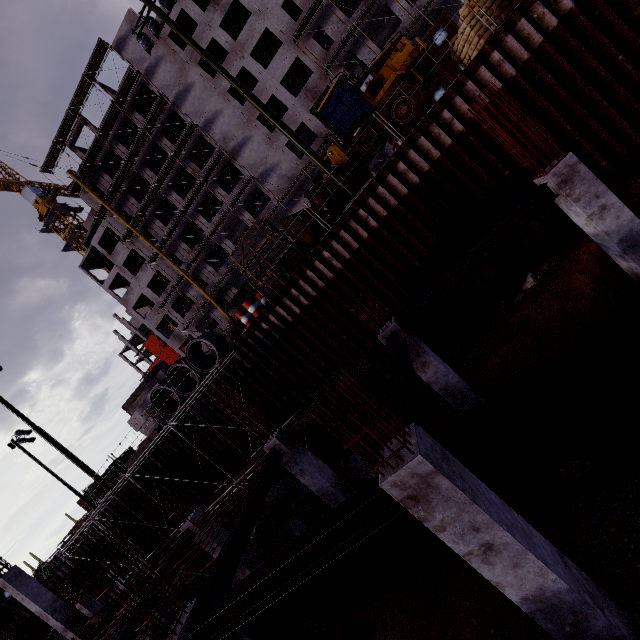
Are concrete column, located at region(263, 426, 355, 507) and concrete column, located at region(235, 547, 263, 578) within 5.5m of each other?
yes

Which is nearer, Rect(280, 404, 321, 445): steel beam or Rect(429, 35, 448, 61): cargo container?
Rect(280, 404, 321, 445): steel beam

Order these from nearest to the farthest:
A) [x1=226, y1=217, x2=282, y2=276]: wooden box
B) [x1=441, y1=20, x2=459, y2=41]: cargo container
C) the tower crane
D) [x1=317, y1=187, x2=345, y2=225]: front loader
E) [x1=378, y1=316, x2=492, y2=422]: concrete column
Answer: [x1=378, y1=316, x2=492, y2=422]: concrete column
[x1=226, y1=217, x2=282, y2=276]: wooden box
[x1=317, y1=187, x2=345, y2=225]: front loader
[x1=441, y1=20, x2=459, y2=41]: cargo container
the tower crane

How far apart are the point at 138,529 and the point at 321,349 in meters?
15.8 m

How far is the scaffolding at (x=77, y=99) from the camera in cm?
3322

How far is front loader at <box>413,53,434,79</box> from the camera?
12.0m

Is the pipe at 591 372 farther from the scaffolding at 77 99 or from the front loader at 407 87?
the scaffolding at 77 99

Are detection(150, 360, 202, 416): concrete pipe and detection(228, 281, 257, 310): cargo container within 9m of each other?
no
